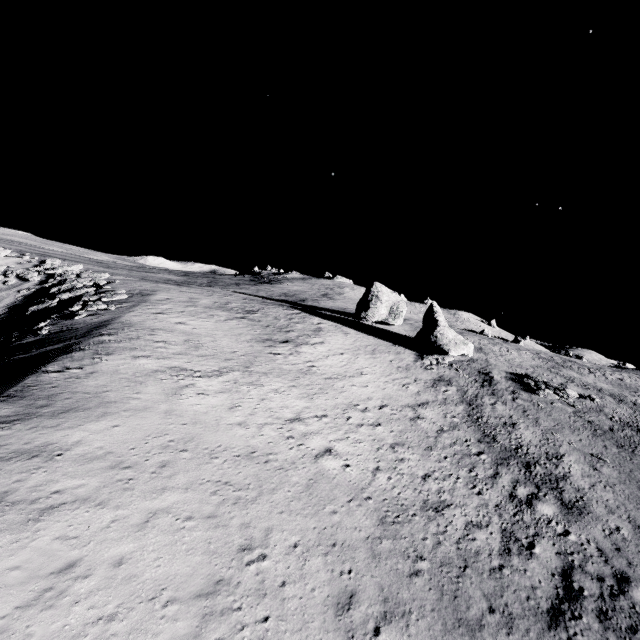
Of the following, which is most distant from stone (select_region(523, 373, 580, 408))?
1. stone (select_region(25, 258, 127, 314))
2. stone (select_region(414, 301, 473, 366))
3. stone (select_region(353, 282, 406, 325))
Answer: stone (select_region(25, 258, 127, 314))

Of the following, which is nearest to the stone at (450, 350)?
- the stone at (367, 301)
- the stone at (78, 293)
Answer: the stone at (367, 301)

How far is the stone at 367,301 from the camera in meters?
48.9 m

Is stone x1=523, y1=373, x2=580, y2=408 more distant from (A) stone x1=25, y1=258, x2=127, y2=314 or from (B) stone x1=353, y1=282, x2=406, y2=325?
(A) stone x1=25, y1=258, x2=127, y2=314

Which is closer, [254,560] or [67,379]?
[254,560]

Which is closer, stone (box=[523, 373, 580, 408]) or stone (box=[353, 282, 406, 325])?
stone (box=[523, 373, 580, 408])

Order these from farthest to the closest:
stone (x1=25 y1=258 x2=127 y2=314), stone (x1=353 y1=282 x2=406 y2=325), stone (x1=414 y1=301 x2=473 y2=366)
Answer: stone (x1=353 y1=282 x2=406 y2=325)
stone (x1=414 y1=301 x2=473 y2=366)
stone (x1=25 y1=258 x2=127 y2=314)

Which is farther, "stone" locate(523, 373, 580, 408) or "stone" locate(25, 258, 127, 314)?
"stone" locate(25, 258, 127, 314)
